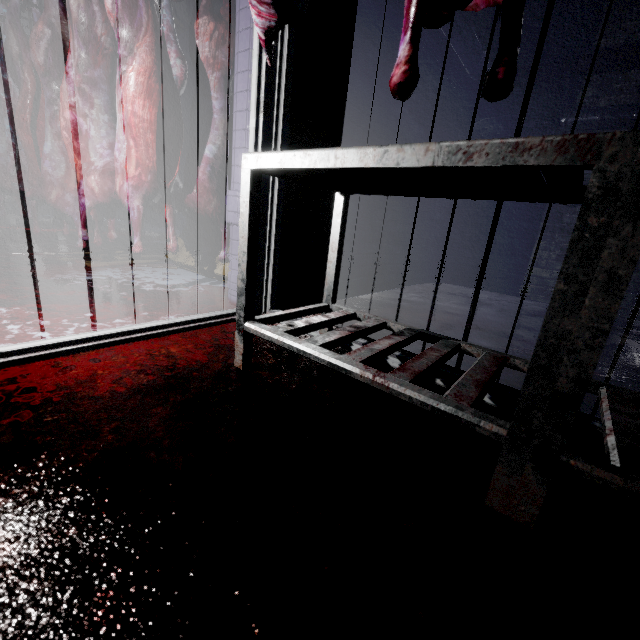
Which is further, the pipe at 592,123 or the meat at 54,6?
the pipe at 592,123

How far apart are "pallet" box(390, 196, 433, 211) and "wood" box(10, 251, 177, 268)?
2.2 meters

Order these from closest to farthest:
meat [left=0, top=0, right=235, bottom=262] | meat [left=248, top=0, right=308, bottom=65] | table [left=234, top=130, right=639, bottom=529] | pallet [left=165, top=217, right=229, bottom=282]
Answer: table [left=234, top=130, right=639, bottom=529]
meat [left=248, top=0, right=308, bottom=65]
meat [left=0, top=0, right=235, bottom=262]
pallet [left=165, top=217, right=229, bottom=282]

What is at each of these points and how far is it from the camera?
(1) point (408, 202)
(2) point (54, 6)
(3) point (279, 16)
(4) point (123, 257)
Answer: (1) pallet, 3.10m
(2) meat, 2.31m
(3) meat, 1.12m
(4) wood, 3.05m

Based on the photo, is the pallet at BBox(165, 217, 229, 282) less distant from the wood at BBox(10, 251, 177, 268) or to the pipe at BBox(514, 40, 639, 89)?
the wood at BBox(10, 251, 177, 268)

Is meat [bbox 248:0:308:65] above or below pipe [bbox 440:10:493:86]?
below

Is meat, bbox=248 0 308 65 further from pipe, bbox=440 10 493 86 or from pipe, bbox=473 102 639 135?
pipe, bbox=473 102 639 135

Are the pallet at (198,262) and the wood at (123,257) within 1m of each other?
yes
